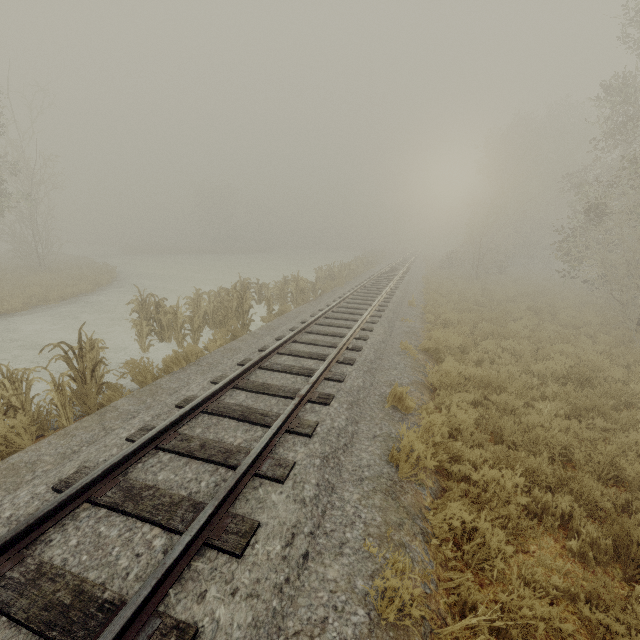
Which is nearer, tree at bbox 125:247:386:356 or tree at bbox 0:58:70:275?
tree at bbox 125:247:386:356

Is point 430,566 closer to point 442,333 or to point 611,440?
point 611,440

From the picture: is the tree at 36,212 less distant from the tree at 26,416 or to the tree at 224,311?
the tree at 224,311

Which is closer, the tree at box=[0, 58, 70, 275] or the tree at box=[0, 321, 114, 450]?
the tree at box=[0, 321, 114, 450]

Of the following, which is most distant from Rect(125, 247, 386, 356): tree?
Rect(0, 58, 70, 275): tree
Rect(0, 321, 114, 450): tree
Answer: Rect(0, 58, 70, 275): tree

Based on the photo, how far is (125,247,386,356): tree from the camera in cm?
1009
